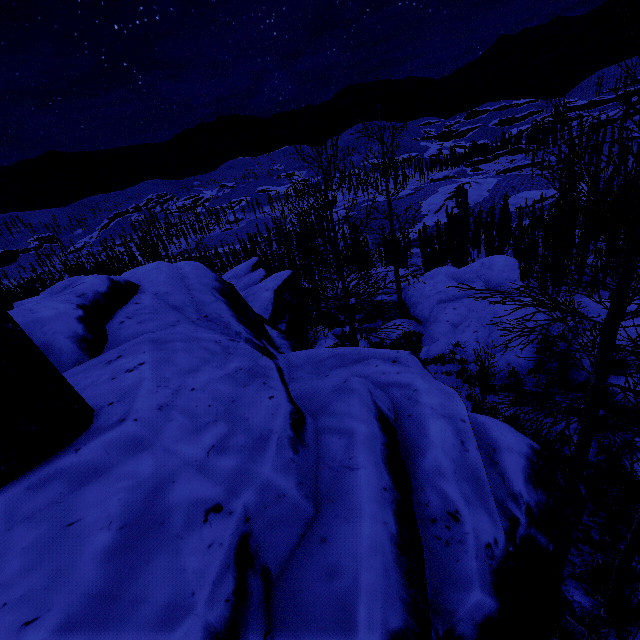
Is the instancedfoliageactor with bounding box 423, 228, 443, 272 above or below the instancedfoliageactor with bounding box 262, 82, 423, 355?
below

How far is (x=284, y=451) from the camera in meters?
2.6 m

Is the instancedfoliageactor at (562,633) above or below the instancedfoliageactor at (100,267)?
above

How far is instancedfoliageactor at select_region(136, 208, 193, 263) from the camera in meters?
19.1

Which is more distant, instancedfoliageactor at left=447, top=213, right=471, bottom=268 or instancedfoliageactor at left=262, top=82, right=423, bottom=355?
instancedfoliageactor at left=447, top=213, right=471, bottom=268

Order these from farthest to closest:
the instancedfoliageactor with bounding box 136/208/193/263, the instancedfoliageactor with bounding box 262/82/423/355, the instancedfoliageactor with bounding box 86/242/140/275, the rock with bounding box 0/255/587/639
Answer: the instancedfoliageactor with bounding box 86/242/140/275, the instancedfoliageactor with bounding box 136/208/193/263, the instancedfoliageactor with bounding box 262/82/423/355, the rock with bounding box 0/255/587/639

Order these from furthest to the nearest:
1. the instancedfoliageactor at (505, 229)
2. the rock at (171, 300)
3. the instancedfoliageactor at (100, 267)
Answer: the instancedfoliageactor at (505, 229), the instancedfoliageactor at (100, 267), the rock at (171, 300)
